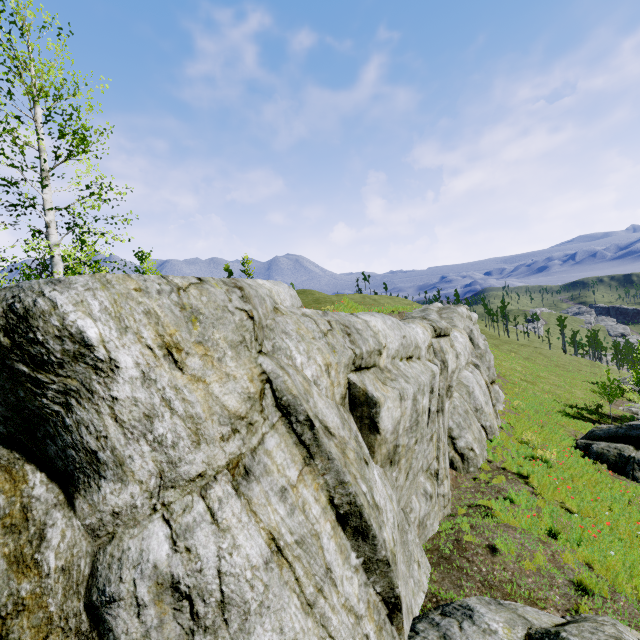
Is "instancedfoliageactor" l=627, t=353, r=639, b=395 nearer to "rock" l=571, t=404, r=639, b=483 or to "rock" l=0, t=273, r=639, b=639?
"rock" l=0, t=273, r=639, b=639

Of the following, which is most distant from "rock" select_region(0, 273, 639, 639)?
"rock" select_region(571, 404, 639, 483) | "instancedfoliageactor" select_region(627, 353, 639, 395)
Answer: "rock" select_region(571, 404, 639, 483)

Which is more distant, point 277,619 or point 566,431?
point 566,431

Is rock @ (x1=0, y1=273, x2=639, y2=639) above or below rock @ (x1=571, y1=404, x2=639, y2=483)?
above

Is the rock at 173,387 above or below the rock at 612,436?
above

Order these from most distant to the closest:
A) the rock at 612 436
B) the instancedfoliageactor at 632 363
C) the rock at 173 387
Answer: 1. the instancedfoliageactor at 632 363
2. the rock at 612 436
3. the rock at 173 387
